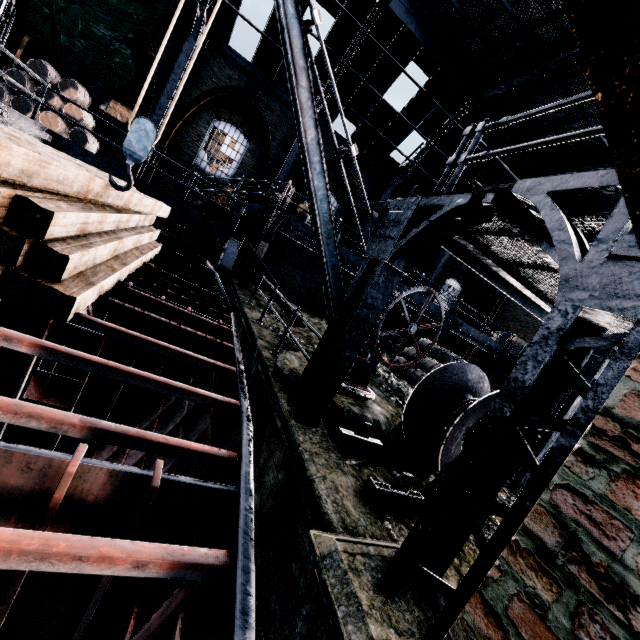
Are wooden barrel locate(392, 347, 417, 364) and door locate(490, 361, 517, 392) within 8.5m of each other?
no

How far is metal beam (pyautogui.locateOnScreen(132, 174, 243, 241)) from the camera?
10.13m

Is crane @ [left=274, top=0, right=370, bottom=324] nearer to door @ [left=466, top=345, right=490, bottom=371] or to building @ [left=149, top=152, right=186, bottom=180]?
building @ [left=149, top=152, right=186, bottom=180]

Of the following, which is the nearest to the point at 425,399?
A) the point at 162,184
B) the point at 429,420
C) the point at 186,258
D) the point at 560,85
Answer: the point at 429,420

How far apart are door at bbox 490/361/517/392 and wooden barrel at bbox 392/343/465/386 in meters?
10.1

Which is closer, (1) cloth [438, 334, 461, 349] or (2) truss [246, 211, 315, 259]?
(2) truss [246, 211, 315, 259]

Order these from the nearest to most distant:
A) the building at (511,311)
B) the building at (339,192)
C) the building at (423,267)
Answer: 1. the building at (339,192)
2. the building at (511,311)
3. the building at (423,267)

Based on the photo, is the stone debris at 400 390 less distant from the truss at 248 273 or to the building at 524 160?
the truss at 248 273
